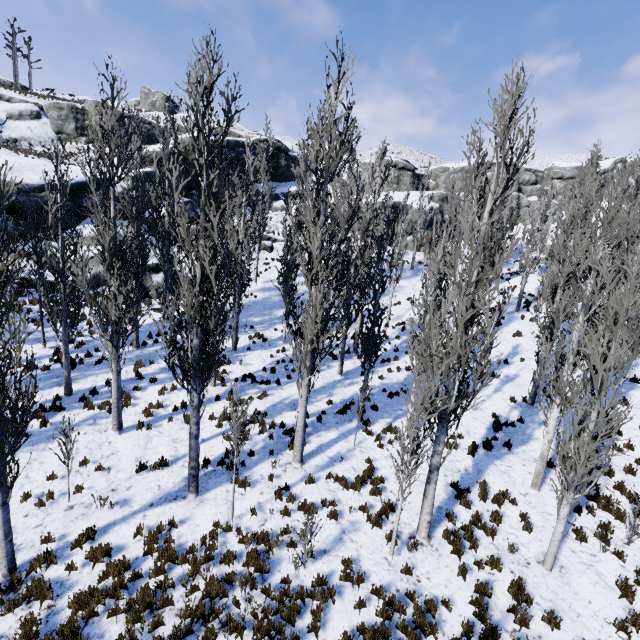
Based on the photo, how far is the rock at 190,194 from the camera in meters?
30.1

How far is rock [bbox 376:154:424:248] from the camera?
37.47m

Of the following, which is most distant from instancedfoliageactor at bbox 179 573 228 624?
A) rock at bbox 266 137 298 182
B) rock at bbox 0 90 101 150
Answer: rock at bbox 0 90 101 150

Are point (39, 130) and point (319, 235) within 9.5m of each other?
no

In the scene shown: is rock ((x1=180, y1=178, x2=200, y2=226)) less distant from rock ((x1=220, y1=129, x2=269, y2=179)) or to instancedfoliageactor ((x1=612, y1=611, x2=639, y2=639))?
instancedfoliageactor ((x1=612, y1=611, x2=639, y2=639))

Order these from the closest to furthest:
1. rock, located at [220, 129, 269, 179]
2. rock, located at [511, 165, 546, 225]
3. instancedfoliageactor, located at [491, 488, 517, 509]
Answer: instancedfoliageactor, located at [491, 488, 517, 509], rock, located at [220, 129, 269, 179], rock, located at [511, 165, 546, 225]

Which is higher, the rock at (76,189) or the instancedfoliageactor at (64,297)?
the rock at (76,189)
